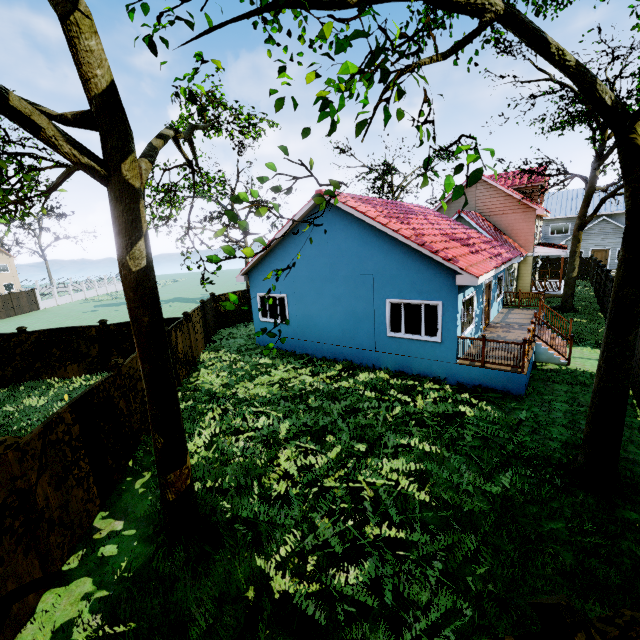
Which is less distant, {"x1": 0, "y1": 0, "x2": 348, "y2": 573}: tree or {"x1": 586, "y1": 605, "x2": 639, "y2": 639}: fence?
{"x1": 586, "y1": 605, "x2": 639, "y2": 639}: fence

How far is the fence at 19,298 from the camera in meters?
34.1

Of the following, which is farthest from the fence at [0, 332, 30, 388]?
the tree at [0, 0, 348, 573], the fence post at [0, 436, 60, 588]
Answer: the tree at [0, 0, 348, 573]

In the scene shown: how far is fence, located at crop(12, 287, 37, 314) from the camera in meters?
34.1

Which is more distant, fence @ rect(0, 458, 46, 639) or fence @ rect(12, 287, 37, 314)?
fence @ rect(12, 287, 37, 314)

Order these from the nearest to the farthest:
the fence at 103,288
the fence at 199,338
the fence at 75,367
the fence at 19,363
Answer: the fence at 75,367
the fence at 19,363
the fence at 199,338
the fence at 103,288

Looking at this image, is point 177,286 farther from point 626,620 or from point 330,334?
point 626,620

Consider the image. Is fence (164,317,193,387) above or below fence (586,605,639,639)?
below
